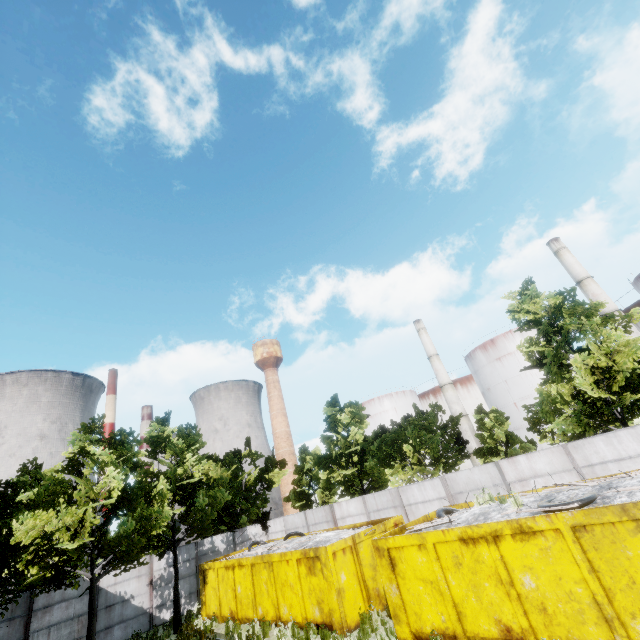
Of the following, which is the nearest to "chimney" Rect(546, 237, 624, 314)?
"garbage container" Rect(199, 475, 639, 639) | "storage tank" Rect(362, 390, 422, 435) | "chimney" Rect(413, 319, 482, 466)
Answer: "chimney" Rect(413, 319, 482, 466)

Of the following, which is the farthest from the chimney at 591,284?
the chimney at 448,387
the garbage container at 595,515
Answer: the garbage container at 595,515

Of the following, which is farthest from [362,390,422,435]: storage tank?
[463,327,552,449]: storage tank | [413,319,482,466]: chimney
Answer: [463,327,552,449]: storage tank

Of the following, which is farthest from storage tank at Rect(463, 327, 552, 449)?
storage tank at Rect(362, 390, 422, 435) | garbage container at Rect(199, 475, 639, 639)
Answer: garbage container at Rect(199, 475, 639, 639)

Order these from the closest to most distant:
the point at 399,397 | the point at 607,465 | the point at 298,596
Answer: the point at 607,465
the point at 298,596
the point at 399,397

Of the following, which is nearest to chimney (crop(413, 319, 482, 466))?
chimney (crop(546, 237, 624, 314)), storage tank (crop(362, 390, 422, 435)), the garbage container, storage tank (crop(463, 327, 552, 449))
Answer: storage tank (crop(463, 327, 552, 449))

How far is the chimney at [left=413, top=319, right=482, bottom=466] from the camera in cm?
4312

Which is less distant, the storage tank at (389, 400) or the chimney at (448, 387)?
the chimney at (448, 387)
